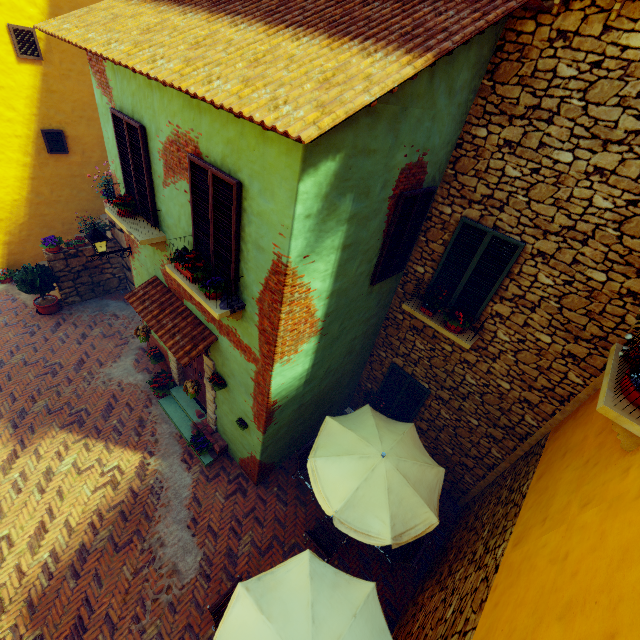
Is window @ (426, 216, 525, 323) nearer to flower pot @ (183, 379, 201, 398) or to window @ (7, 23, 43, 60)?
window @ (7, 23, 43, 60)

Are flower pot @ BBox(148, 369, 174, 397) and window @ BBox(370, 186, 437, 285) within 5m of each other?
no

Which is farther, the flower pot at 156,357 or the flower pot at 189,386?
the flower pot at 156,357

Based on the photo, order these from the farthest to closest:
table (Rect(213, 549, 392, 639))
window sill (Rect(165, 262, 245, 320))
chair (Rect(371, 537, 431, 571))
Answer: chair (Rect(371, 537, 431, 571))
window sill (Rect(165, 262, 245, 320))
table (Rect(213, 549, 392, 639))

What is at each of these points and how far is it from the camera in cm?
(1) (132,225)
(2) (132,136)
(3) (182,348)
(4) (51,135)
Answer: (1) window sill, 602
(2) window, 540
(3) door eaves, 600
(4) window, 1038

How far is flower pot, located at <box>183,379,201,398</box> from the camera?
6.51m

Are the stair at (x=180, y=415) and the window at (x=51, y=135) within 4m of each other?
no

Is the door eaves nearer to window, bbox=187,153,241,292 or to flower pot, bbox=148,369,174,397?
window, bbox=187,153,241,292
